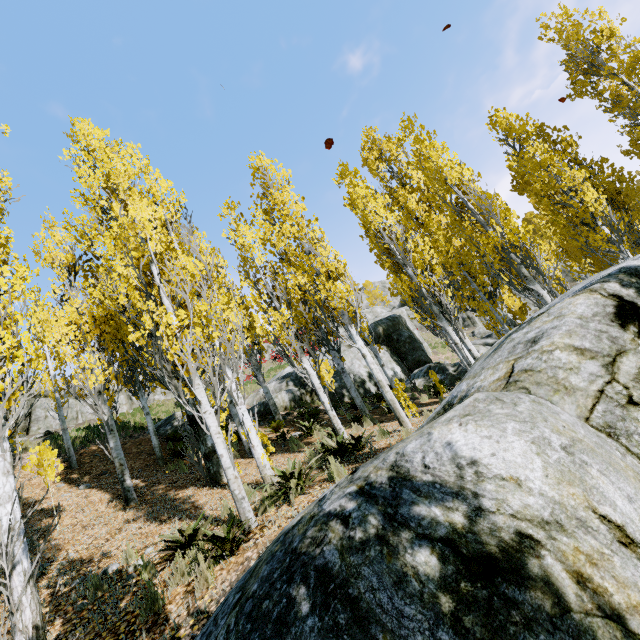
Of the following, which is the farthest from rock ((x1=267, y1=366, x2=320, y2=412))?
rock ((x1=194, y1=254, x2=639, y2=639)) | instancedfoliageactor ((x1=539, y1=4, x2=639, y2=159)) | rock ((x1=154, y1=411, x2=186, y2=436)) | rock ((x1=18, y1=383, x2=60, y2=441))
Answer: rock ((x1=194, y1=254, x2=639, y2=639))

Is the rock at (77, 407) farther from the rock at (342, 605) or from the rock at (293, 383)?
the rock at (342, 605)

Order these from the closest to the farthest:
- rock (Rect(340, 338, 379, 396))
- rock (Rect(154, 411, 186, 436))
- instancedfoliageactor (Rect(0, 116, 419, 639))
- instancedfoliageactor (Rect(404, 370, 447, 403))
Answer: instancedfoliageactor (Rect(0, 116, 419, 639)) < instancedfoliageactor (Rect(404, 370, 447, 403)) < rock (Rect(154, 411, 186, 436)) < rock (Rect(340, 338, 379, 396))

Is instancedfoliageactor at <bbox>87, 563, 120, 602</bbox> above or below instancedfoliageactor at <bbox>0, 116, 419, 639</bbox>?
below

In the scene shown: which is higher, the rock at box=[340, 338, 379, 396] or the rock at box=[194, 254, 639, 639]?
the rock at box=[340, 338, 379, 396]

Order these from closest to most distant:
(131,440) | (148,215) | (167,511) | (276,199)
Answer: (148,215) → (167,511) → (276,199) → (131,440)

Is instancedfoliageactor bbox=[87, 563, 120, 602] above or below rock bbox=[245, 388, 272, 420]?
below

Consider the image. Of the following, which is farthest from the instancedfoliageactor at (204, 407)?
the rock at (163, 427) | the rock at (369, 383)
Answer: the rock at (163, 427)
